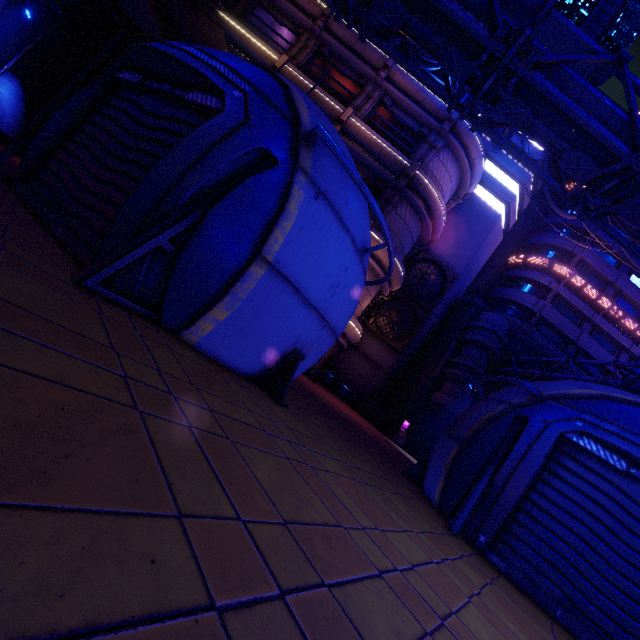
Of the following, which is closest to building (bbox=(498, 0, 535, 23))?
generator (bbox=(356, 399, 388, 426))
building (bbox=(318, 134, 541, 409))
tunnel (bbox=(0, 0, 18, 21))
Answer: tunnel (bbox=(0, 0, 18, 21))

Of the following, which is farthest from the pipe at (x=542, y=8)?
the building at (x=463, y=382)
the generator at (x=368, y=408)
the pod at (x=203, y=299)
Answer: the generator at (x=368, y=408)

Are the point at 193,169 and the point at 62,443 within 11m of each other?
yes

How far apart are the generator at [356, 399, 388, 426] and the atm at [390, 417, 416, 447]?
1.4 meters

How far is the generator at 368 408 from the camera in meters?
25.1

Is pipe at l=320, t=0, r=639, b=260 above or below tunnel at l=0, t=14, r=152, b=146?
above

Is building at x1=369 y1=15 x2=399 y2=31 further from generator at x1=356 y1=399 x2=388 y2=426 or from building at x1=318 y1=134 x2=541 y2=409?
generator at x1=356 y1=399 x2=388 y2=426

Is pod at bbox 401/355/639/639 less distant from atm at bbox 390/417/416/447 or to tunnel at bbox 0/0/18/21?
atm at bbox 390/417/416/447
